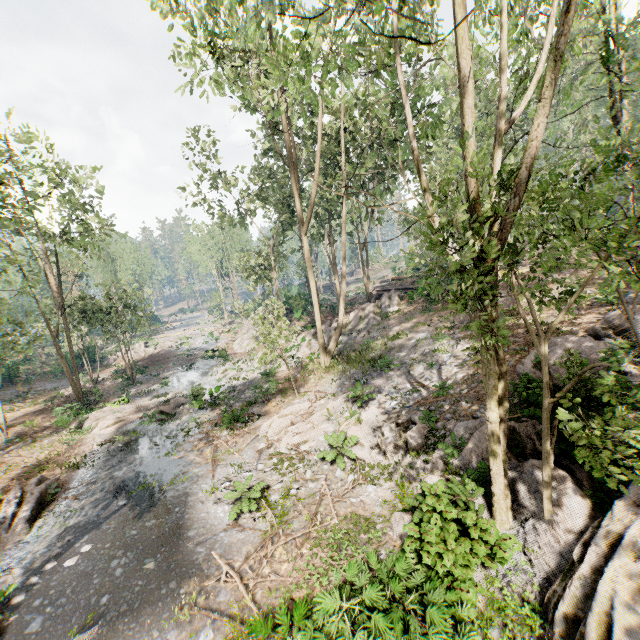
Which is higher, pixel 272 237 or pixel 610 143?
pixel 272 237

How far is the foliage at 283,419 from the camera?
14.2m

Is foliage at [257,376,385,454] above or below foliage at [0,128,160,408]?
below

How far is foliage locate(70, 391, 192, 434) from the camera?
20.02m

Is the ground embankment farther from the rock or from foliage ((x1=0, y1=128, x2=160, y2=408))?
the rock

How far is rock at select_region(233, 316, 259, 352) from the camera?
36.7m

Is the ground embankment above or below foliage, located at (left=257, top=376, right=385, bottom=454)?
above
